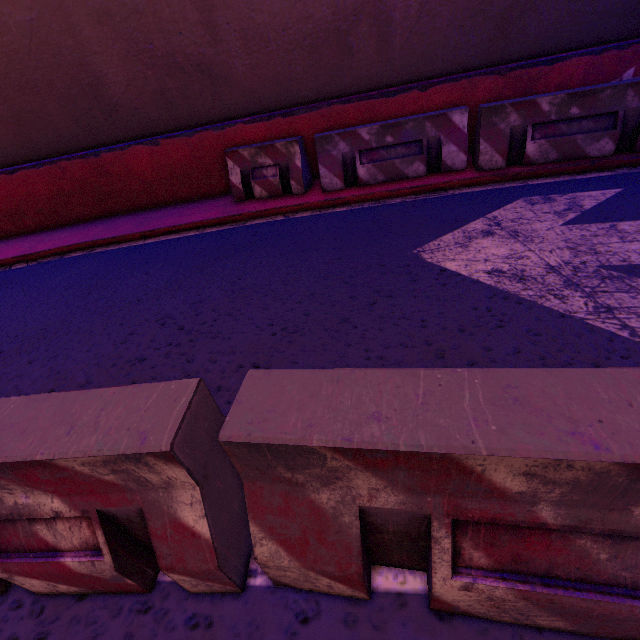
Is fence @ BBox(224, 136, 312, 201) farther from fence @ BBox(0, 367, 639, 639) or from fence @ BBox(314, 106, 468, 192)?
fence @ BBox(0, 367, 639, 639)

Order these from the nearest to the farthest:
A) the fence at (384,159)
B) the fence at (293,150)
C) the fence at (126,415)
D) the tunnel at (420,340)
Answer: the fence at (126,415), the tunnel at (420,340), the fence at (384,159), the fence at (293,150)

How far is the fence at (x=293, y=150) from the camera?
5.70m

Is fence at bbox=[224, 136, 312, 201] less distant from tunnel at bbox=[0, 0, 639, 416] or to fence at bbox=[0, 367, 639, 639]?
tunnel at bbox=[0, 0, 639, 416]

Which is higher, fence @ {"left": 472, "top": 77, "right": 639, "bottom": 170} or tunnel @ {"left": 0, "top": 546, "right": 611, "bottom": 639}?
fence @ {"left": 472, "top": 77, "right": 639, "bottom": 170}

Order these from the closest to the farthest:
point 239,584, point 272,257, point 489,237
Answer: point 239,584, point 489,237, point 272,257

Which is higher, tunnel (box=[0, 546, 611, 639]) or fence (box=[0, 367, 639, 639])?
fence (box=[0, 367, 639, 639])

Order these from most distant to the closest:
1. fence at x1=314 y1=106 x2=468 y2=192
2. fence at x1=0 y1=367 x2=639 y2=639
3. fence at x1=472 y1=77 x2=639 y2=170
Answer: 1. fence at x1=314 y1=106 x2=468 y2=192
2. fence at x1=472 y1=77 x2=639 y2=170
3. fence at x1=0 y1=367 x2=639 y2=639
